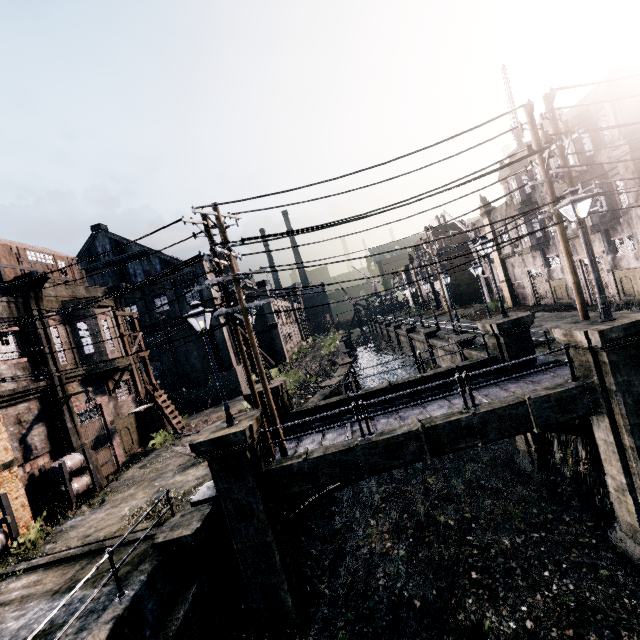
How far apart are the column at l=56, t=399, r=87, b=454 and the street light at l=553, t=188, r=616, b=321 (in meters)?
23.45

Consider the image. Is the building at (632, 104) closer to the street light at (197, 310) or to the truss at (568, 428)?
the truss at (568, 428)

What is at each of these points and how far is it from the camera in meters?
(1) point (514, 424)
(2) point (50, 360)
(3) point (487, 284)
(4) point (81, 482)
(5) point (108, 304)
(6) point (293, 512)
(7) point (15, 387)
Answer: (1) column, 10.4
(2) column, 17.1
(3) building, 43.0
(4) wooden barrel stack, 16.2
(5) building, 21.2
(6) truss, 12.5
(7) building, 15.5

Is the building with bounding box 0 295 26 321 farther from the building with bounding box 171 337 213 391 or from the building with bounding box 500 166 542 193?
the building with bounding box 500 166 542 193

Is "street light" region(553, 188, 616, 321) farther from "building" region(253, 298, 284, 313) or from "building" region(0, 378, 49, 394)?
"building" region(253, 298, 284, 313)

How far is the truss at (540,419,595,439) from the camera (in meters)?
12.66

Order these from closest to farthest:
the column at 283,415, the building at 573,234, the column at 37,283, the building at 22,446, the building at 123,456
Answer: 1. the building at 22,446
2. the column at 283,415
3. the column at 37,283
4. the building at 123,456
5. the building at 573,234

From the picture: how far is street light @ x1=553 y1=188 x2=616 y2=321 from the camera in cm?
996
